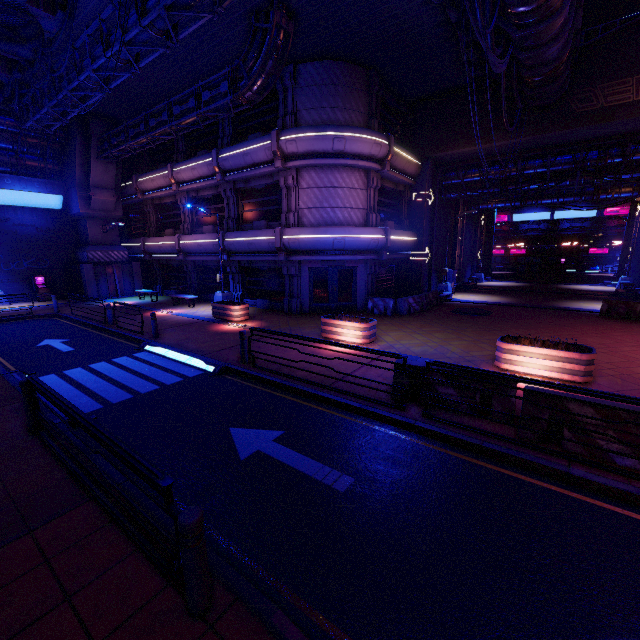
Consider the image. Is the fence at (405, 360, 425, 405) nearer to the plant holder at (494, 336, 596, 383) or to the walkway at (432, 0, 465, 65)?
A: the plant holder at (494, 336, 596, 383)

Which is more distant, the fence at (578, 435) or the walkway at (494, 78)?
the walkway at (494, 78)

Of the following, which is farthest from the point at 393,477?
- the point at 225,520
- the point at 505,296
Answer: the point at 505,296

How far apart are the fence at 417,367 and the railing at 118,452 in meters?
5.2

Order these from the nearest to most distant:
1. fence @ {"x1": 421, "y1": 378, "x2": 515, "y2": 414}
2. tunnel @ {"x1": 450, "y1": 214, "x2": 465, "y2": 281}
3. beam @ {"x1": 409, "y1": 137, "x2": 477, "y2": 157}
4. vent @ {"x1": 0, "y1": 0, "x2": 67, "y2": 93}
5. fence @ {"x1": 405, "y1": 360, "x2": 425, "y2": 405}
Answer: fence @ {"x1": 421, "y1": 378, "x2": 515, "y2": 414} → fence @ {"x1": 405, "y1": 360, "x2": 425, "y2": 405} → vent @ {"x1": 0, "y1": 0, "x2": 67, "y2": 93} → beam @ {"x1": 409, "y1": 137, "x2": 477, "y2": 157} → tunnel @ {"x1": 450, "y1": 214, "x2": 465, "y2": 281}

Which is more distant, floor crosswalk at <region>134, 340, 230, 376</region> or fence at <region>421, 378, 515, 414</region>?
floor crosswalk at <region>134, 340, 230, 376</region>

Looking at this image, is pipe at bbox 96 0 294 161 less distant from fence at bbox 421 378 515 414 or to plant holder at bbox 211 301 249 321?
plant holder at bbox 211 301 249 321

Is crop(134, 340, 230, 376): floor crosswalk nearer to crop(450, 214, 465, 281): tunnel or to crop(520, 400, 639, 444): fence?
crop(520, 400, 639, 444): fence
